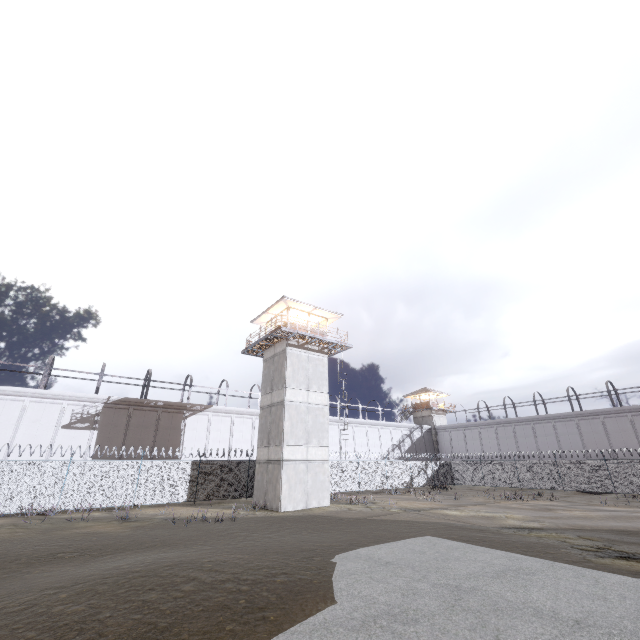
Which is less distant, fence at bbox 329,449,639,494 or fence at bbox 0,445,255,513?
fence at bbox 0,445,255,513

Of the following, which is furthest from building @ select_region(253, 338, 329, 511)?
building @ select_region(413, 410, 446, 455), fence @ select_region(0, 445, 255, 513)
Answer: building @ select_region(413, 410, 446, 455)

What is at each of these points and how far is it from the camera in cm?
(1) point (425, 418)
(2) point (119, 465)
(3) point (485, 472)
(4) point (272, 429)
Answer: (1) building, 5547
(2) fence, 2138
(3) fence, 3753
(4) building, 2378

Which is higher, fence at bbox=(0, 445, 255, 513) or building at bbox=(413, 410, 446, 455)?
building at bbox=(413, 410, 446, 455)

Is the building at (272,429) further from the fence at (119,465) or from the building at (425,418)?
the building at (425,418)

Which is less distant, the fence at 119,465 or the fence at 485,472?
the fence at 119,465

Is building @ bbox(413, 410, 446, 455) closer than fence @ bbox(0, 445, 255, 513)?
No
